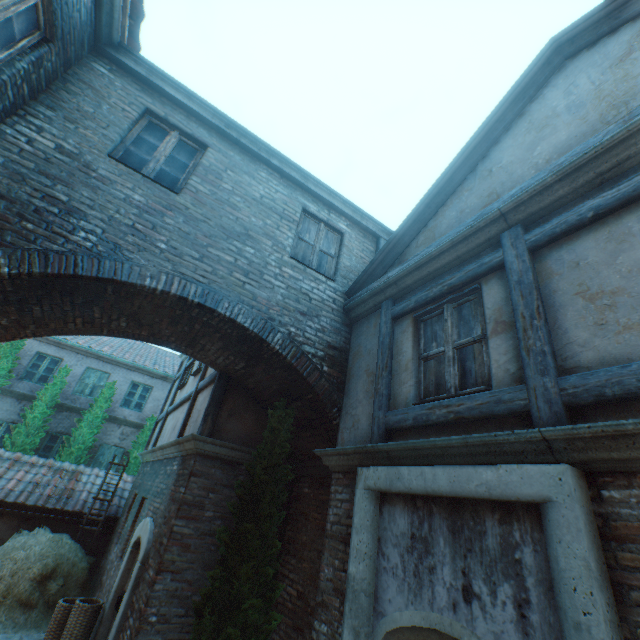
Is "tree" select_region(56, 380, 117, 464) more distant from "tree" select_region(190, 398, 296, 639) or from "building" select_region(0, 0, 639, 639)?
"tree" select_region(190, 398, 296, 639)

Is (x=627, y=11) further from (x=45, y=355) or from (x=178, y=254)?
(x=45, y=355)

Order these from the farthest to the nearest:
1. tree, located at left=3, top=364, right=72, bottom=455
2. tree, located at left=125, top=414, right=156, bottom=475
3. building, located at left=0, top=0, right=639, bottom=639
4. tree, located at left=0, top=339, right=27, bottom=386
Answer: tree, located at left=125, top=414, right=156, bottom=475
tree, located at left=0, top=339, right=27, bottom=386
tree, located at left=3, top=364, right=72, bottom=455
building, located at left=0, top=0, right=639, bottom=639

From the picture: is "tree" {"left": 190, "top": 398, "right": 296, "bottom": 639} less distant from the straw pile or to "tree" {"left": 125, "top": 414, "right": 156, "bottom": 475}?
the straw pile

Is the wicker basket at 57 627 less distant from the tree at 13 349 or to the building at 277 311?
the building at 277 311

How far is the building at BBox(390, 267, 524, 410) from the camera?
3.2 meters

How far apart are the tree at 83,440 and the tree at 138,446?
1.37m

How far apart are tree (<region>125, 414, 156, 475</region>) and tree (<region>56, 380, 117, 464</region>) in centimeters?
137cm
